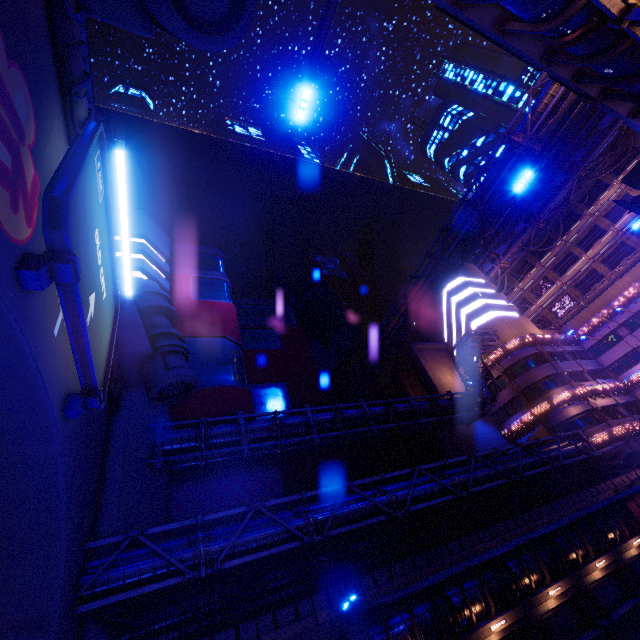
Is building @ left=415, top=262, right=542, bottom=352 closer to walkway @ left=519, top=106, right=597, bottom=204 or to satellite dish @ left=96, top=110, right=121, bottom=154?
walkway @ left=519, top=106, right=597, bottom=204

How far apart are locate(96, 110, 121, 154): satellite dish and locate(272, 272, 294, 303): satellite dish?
26.4 meters

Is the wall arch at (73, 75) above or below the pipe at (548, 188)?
below

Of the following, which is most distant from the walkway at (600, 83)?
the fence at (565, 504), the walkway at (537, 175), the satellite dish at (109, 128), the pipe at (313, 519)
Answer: the satellite dish at (109, 128)

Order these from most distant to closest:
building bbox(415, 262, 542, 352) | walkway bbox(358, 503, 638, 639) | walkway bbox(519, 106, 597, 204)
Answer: walkway bbox(519, 106, 597, 204) → building bbox(415, 262, 542, 352) → walkway bbox(358, 503, 638, 639)

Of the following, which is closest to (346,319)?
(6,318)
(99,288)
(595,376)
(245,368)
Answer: (245,368)

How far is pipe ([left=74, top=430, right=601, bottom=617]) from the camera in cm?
1243

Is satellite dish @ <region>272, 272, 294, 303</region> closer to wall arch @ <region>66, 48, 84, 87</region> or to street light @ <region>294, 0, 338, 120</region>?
wall arch @ <region>66, 48, 84, 87</region>
